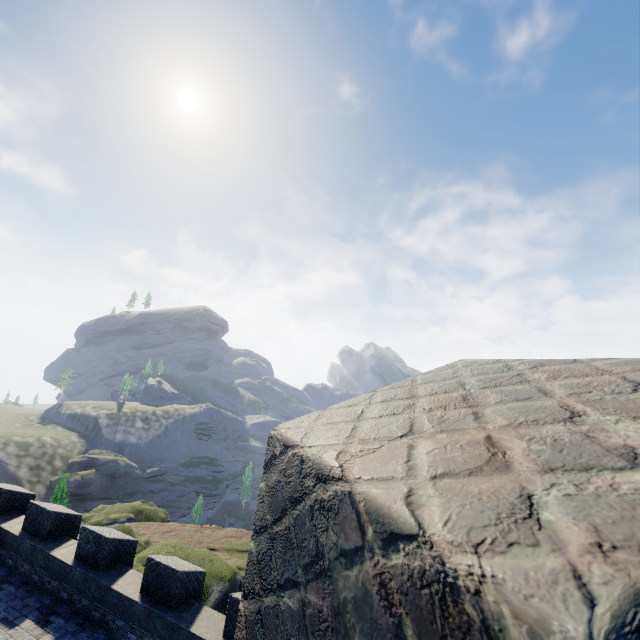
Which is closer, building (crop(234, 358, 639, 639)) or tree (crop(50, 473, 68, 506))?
building (crop(234, 358, 639, 639))

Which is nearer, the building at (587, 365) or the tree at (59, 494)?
the building at (587, 365)

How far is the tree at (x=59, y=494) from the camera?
42.3 meters

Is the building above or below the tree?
above

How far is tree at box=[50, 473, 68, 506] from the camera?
42.31m

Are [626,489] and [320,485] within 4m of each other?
yes
